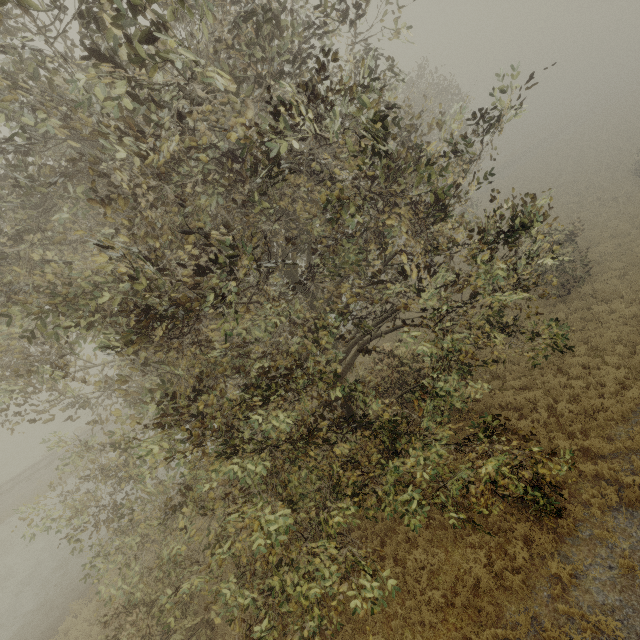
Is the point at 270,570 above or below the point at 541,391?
above
